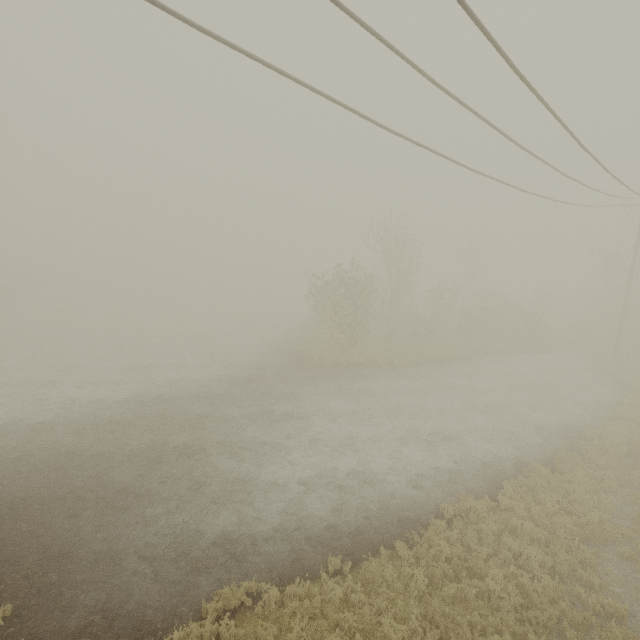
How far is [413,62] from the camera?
5.1m
